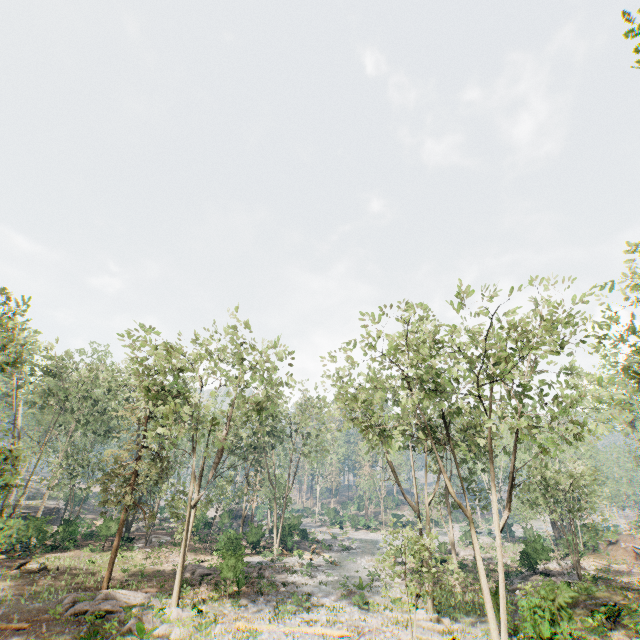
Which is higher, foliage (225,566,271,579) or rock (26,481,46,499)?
rock (26,481,46,499)

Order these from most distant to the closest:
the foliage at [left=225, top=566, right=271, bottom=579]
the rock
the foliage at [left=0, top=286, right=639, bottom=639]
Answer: the rock → the foliage at [left=225, top=566, right=271, bottom=579] → the foliage at [left=0, top=286, right=639, bottom=639]

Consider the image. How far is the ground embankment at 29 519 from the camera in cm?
2704

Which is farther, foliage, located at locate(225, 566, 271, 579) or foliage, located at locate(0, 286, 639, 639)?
foliage, located at locate(225, 566, 271, 579)

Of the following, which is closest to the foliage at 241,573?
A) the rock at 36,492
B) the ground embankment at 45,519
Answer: the rock at 36,492

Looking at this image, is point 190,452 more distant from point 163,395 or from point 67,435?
point 67,435

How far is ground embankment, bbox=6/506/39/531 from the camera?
27.04m

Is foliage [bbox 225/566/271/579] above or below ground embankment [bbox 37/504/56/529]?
below
